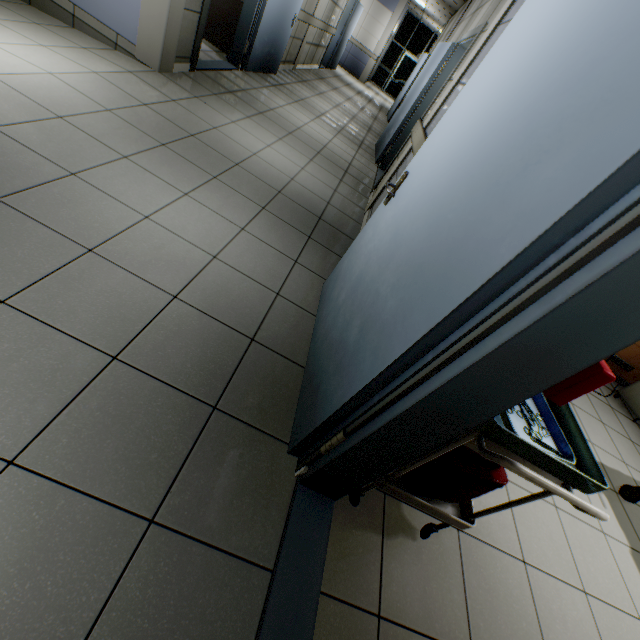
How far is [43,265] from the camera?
1.56m

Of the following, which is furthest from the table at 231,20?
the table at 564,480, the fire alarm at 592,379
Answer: the fire alarm at 592,379

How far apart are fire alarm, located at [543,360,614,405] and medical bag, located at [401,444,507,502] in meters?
0.6

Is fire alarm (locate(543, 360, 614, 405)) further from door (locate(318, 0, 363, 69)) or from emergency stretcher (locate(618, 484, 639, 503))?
door (locate(318, 0, 363, 69))

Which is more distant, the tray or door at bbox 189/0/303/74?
door at bbox 189/0/303/74

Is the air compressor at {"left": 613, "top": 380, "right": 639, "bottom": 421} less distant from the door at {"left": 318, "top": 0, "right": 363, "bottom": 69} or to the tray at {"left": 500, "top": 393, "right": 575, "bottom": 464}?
the tray at {"left": 500, "top": 393, "right": 575, "bottom": 464}

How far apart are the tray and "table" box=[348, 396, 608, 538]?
0.0m

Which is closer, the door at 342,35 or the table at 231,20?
the table at 231,20
